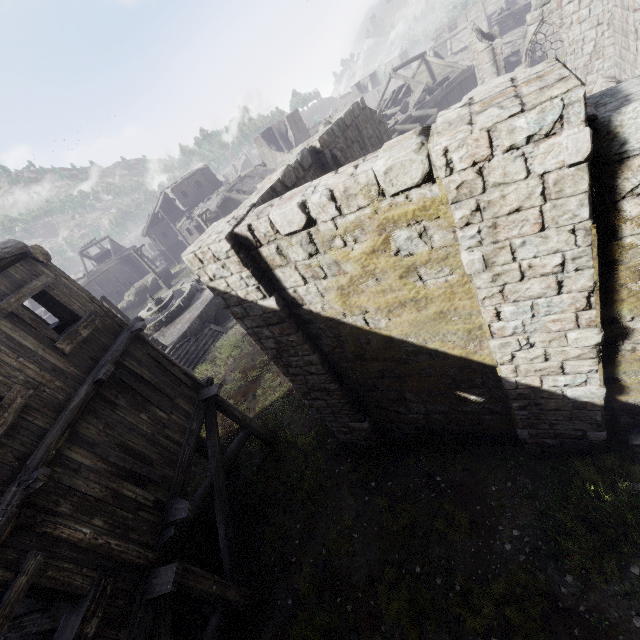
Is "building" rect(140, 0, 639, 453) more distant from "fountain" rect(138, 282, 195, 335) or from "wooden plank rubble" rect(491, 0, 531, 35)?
"fountain" rect(138, 282, 195, 335)

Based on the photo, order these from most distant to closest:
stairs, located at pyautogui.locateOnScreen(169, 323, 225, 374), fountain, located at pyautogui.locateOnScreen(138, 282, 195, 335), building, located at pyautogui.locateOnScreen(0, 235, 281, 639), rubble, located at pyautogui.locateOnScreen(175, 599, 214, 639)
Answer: fountain, located at pyautogui.locateOnScreen(138, 282, 195, 335), stairs, located at pyautogui.locateOnScreen(169, 323, 225, 374), rubble, located at pyautogui.locateOnScreen(175, 599, 214, 639), building, located at pyautogui.locateOnScreen(0, 235, 281, 639)

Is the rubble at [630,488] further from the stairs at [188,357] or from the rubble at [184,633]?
the stairs at [188,357]

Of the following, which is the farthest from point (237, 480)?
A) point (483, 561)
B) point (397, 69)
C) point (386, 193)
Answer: point (397, 69)

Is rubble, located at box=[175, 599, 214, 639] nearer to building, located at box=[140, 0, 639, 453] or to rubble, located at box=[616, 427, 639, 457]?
building, located at box=[140, 0, 639, 453]

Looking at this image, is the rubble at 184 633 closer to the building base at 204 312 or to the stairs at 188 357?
the stairs at 188 357

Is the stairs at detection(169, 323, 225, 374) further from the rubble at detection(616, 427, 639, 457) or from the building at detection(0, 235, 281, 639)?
the rubble at detection(616, 427, 639, 457)

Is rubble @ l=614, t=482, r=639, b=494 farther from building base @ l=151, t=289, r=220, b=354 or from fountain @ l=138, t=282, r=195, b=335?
fountain @ l=138, t=282, r=195, b=335
